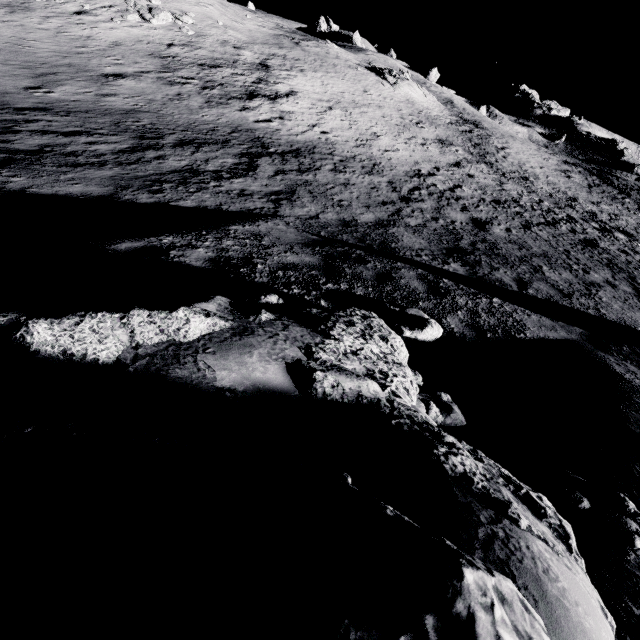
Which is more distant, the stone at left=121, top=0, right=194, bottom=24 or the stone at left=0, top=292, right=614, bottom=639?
the stone at left=121, top=0, right=194, bottom=24

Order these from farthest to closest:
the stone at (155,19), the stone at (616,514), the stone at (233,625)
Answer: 1. the stone at (155,19)
2. the stone at (616,514)
3. the stone at (233,625)

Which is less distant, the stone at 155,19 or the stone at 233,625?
the stone at 233,625

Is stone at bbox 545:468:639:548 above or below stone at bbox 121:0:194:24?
below

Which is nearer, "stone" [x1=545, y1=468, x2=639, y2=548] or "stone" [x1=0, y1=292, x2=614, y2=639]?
"stone" [x1=0, y1=292, x2=614, y2=639]

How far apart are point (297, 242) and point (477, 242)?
6.78m

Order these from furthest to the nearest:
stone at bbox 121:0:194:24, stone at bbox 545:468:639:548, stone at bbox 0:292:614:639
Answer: stone at bbox 121:0:194:24 → stone at bbox 545:468:639:548 → stone at bbox 0:292:614:639
